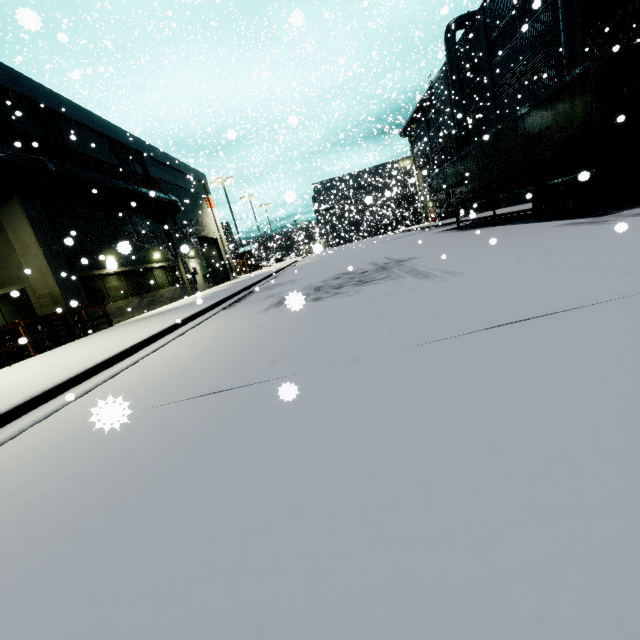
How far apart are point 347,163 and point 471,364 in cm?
2861

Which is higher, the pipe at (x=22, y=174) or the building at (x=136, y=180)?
the building at (x=136, y=180)

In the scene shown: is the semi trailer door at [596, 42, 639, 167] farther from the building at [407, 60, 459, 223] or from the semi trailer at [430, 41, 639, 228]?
the building at [407, 60, 459, 223]

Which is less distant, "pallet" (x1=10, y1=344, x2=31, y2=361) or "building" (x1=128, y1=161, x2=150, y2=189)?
"pallet" (x1=10, y1=344, x2=31, y2=361)

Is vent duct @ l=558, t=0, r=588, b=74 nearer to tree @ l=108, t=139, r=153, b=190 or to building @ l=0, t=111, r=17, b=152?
building @ l=0, t=111, r=17, b=152

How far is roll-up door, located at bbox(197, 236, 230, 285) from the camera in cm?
2900

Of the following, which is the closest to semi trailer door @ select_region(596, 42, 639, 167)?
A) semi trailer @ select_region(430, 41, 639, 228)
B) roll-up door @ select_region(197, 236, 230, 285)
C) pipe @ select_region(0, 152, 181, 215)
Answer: semi trailer @ select_region(430, 41, 639, 228)

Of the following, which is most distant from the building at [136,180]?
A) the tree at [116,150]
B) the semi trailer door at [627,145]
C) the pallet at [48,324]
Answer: the semi trailer door at [627,145]
